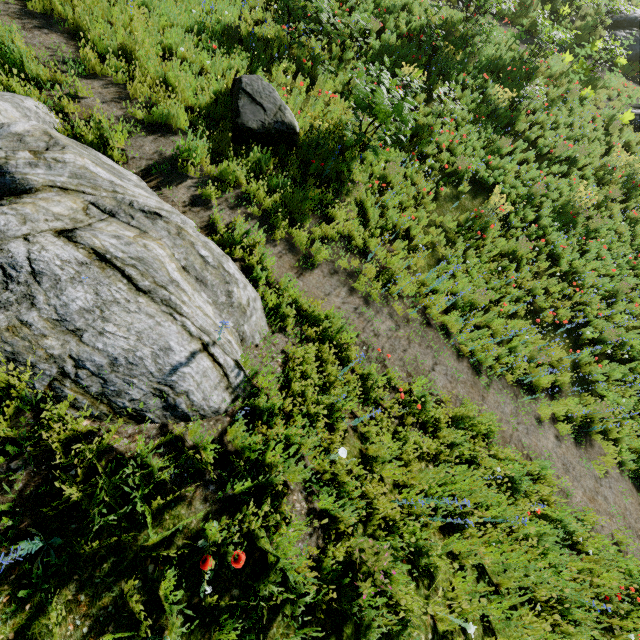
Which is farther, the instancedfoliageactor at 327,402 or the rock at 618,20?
the rock at 618,20

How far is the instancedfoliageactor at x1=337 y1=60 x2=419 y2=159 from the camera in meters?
6.3 m

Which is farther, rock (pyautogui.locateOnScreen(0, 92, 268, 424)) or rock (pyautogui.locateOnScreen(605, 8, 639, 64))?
rock (pyautogui.locateOnScreen(605, 8, 639, 64))

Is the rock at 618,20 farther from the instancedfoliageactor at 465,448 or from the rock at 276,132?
the rock at 276,132

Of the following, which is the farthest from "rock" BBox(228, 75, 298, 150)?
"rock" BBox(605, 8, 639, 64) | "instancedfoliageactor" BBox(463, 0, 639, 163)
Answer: "rock" BBox(605, 8, 639, 64)

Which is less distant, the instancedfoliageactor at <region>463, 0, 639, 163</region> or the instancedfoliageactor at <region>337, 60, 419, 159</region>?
the instancedfoliageactor at <region>337, 60, 419, 159</region>

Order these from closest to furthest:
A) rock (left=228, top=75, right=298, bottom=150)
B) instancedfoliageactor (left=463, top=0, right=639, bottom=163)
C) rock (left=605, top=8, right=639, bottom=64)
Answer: rock (left=228, top=75, right=298, bottom=150) < instancedfoliageactor (left=463, top=0, right=639, bottom=163) < rock (left=605, top=8, right=639, bottom=64)

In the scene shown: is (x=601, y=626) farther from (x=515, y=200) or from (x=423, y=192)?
(x=515, y=200)
